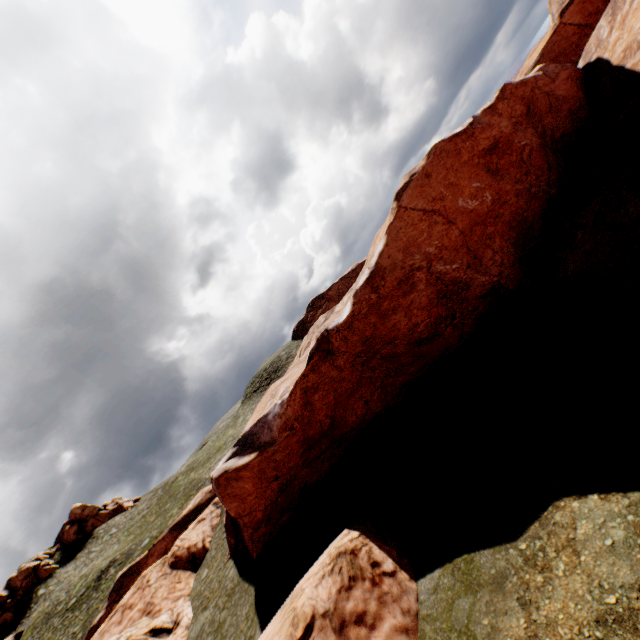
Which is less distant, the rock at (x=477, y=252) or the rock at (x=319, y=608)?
the rock at (x=319, y=608)

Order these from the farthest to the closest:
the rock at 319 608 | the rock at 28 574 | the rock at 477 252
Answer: the rock at 28 574, the rock at 477 252, the rock at 319 608

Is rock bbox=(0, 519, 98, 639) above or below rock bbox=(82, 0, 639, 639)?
above

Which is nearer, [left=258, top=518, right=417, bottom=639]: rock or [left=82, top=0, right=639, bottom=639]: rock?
[left=258, top=518, right=417, bottom=639]: rock

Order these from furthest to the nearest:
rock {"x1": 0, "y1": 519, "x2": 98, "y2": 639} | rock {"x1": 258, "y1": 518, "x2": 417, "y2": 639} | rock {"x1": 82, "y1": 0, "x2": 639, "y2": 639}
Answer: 1. rock {"x1": 0, "y1": 519, "x2": 98, "y2": 639}
2. rock {"x1": 82, "y1": 0, "x2": 639, "y2": 639}
3. rock {"x1": 258, "y1": 518, "x2": 417, "y2": 639}

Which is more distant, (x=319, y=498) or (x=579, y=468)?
(x=319, y=498)

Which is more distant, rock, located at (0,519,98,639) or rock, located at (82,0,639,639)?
rock, located at (0,519,98,639)
